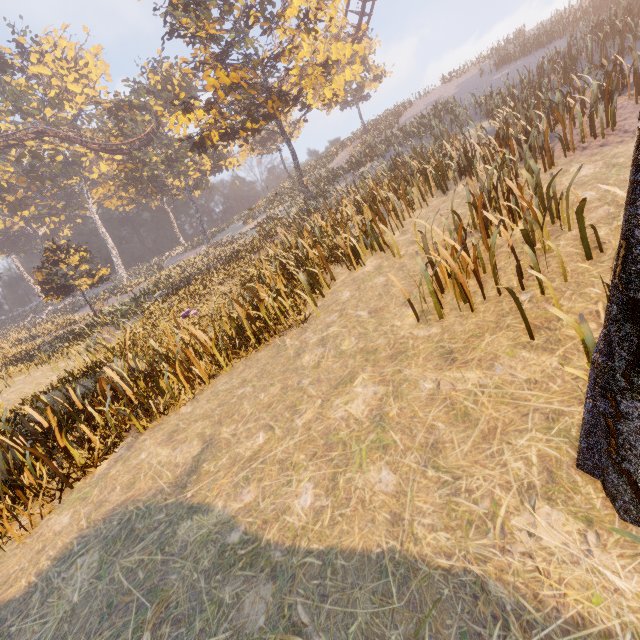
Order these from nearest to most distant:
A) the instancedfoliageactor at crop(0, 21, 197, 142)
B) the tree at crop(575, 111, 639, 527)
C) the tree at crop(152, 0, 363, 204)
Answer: the tree at crop(575, 111, 639, 527) < the tree at crop(152, 0, 363, 204) < the instancedfoliageactor at crop(0, 21, 197, 142)

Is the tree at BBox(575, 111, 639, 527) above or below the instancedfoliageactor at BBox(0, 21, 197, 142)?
below

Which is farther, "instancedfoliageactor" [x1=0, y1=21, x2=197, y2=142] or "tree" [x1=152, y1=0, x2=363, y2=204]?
"instancedfoliageactor" [x1=0, y1=21, x2=197, y2=142]

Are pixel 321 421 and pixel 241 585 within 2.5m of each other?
yes

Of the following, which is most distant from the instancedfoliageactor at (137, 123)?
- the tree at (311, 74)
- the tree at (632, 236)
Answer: the tree at (632, 236)

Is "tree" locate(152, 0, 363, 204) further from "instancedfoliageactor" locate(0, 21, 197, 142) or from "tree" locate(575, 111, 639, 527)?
"instancedfoliageactor" locate(0, 21, 197, 142)

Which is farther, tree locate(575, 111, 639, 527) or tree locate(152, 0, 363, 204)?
tree locate(152, 0, 363, 204)

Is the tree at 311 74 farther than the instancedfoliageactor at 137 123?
No
